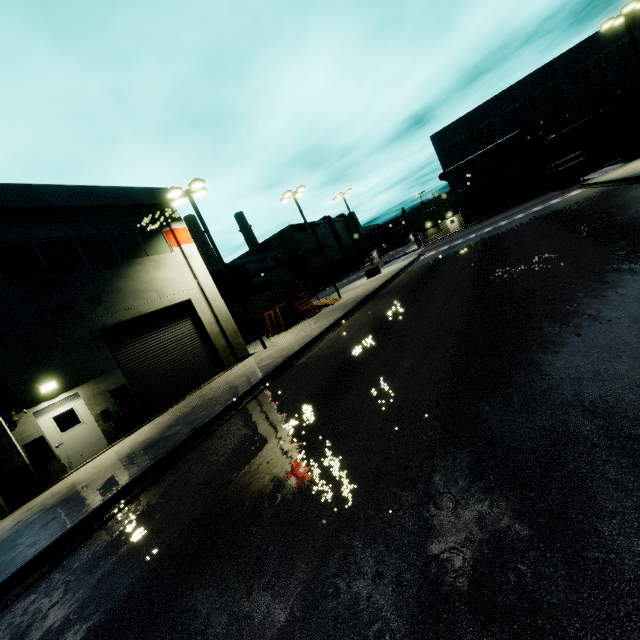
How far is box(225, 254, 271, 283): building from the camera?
53.5m

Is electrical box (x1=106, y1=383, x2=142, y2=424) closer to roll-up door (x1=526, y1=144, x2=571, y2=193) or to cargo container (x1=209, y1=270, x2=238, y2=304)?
roll-up door (x1=526, y1=144, x2=571, y2=193)

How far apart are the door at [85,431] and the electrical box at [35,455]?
0.06m

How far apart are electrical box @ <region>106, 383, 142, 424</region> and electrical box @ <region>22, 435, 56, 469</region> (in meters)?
2.38

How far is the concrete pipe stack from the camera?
34.2 meters

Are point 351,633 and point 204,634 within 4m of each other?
yes

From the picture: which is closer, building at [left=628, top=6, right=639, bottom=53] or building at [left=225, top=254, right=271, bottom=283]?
building at [left=628, top=6, right=639, bottom=53]

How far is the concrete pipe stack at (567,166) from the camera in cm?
3416
